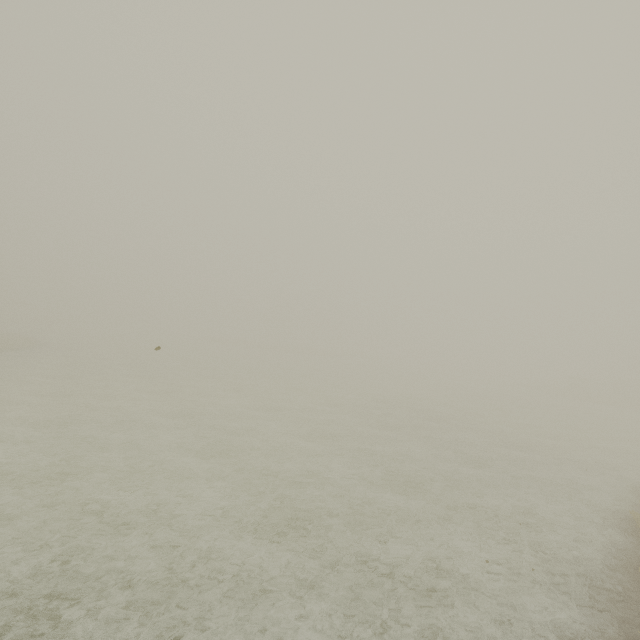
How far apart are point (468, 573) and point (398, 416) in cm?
1412
